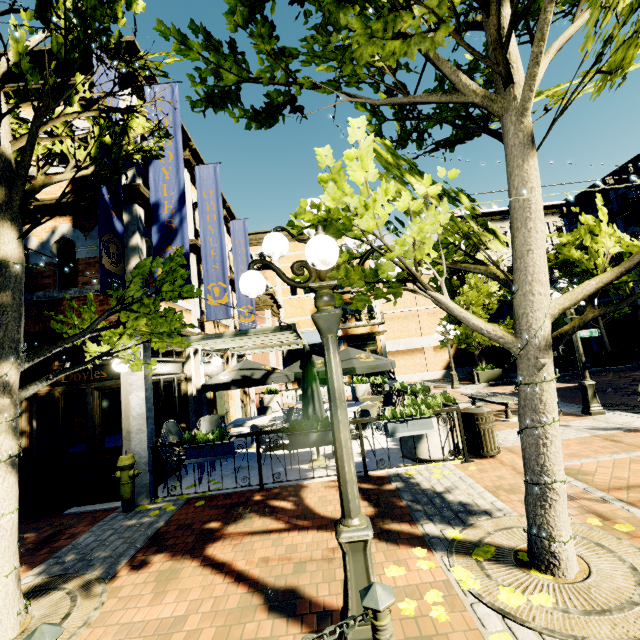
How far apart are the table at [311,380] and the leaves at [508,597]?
6.40m

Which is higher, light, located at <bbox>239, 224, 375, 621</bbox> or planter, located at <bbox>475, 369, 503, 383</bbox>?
light, located at <bbox>239, 224, 375, 621</bbox>

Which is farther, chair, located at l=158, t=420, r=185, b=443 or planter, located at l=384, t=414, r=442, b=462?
chair, located at l=158, t=420, r=185, b=443

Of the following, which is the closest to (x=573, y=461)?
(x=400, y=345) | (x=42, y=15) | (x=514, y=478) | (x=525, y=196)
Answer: (x=514, y=478)

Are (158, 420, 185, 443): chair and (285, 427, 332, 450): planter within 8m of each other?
yes

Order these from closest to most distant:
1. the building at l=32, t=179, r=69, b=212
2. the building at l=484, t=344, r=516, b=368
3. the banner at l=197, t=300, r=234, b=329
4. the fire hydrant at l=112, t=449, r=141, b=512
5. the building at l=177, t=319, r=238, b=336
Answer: the fire hydrant at l=112, t=449, r=141, b=512
the building at l=32, t=179, r=69, b=212
the building at l=177, t=319, r=238, b=336
the banner at l=197, t=300, r=234, b=329
the building at l=484, t=344, r=516, b=368

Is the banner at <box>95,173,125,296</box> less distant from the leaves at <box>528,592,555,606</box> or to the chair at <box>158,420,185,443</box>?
the chair at <box>158,420,185,443</box>

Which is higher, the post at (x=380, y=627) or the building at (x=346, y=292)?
the building at (x=346, y=292)
